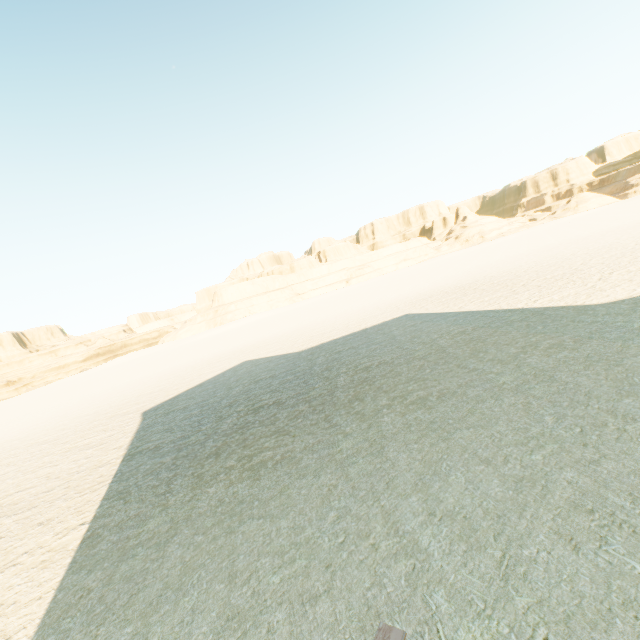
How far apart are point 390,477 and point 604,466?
2.65m
